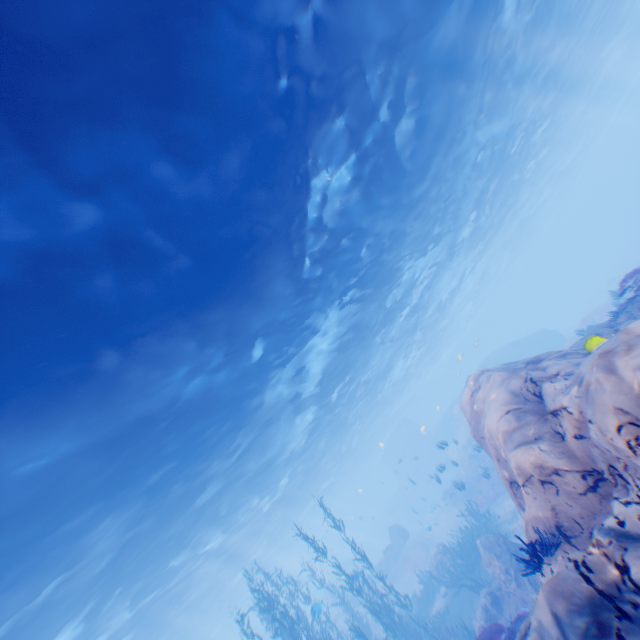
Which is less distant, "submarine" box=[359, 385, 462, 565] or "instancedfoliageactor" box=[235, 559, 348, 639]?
"instancedfoliageactor" box=[235, 559, 348, 639]

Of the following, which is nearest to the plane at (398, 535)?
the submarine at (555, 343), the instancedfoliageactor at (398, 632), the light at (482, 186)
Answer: the submarine at (555, 343)

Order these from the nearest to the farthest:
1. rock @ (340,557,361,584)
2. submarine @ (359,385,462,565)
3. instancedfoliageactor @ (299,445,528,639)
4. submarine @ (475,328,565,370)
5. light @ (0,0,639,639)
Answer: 1. light @ (0,0,639,639)
2. instancedfoliageactor @ (299,445,528,639)
3. rock @ (340,557,361,584)
4. submarine @ (475,328,565,370)
5. submarine @ (359,385,462,565)

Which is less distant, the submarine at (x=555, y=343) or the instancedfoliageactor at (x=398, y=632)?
the instancedfoliageactor at (x=398, y=632)

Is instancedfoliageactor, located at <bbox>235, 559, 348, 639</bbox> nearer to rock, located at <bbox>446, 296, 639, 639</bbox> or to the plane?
rock, located at <bbox>446, 296, 639, 639</bbox>

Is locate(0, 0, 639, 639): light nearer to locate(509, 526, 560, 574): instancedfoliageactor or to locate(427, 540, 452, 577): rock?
locate(427, 540, 452, 577): rock

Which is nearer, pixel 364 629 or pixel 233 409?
pixel 233 409

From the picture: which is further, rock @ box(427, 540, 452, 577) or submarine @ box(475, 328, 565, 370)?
submarine @ box(475, 328, 565, 370)
